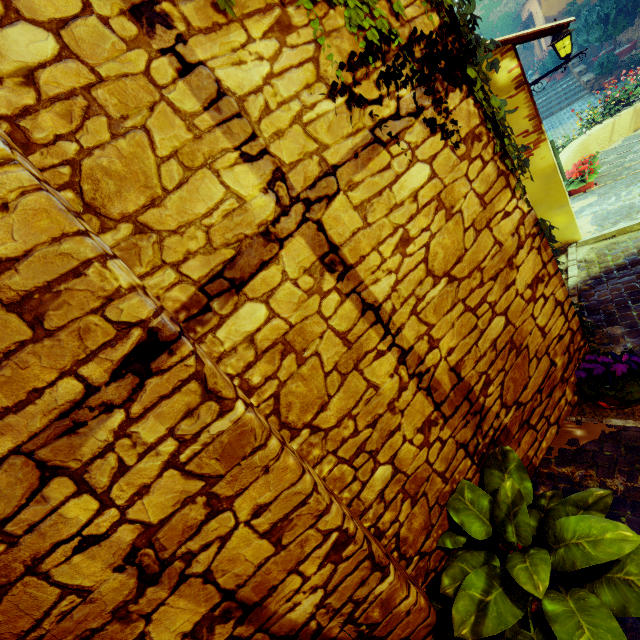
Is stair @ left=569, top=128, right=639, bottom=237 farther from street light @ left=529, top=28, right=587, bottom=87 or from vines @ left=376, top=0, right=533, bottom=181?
street light @ left=529, top=28, right=587, bottom=87

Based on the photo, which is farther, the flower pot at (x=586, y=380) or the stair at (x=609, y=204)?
the stair at (x=609, y=204)

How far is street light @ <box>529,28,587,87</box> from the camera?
5.6m

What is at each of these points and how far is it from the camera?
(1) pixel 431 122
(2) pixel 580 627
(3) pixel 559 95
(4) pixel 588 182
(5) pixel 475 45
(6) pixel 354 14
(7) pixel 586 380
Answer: (1) vines, 2.0m
(2) flower pot, 1.4m
(3) stair, 16.5m
(4) flower pot, 6.8m
(5) vines, 2.2m
(6) vines, 1.7m
(7) flower pot, 2.9m

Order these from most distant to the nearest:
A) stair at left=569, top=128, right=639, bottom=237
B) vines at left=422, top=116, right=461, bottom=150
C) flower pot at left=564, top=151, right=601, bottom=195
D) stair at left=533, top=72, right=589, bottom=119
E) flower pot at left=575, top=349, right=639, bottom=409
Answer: stair at left=533, top=72, right=589, bottom=119
flower pot at left=564, top=151, right=601, bottom=195
stair at left=569, top=128, right=639, bottom=237
flower pot at left=575, top=349, right=639, bottom=409
vines at left=422, top=116, right=461, bottom=150

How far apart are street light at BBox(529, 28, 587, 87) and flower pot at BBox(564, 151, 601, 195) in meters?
1.6 m

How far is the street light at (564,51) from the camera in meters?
5.6 m

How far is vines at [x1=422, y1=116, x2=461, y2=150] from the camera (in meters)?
2.01
